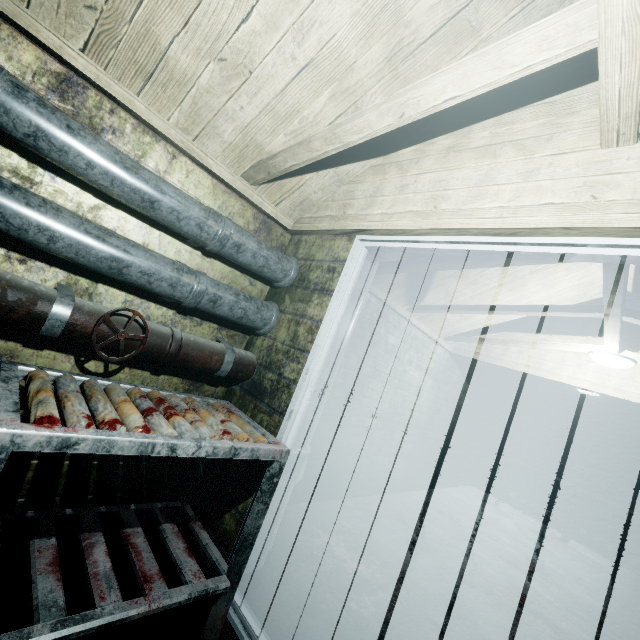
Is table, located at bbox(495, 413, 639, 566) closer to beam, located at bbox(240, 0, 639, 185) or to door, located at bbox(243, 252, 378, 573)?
door, located at bbox(243, 252, 378, 573)

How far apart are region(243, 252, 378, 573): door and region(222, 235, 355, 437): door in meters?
0.1

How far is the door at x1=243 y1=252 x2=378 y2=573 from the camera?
1.8m

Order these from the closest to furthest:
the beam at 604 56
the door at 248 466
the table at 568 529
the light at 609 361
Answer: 1. the beam at 604 56
2. the door at 248 466
3. the light at 609 361
4. the table at 568 529

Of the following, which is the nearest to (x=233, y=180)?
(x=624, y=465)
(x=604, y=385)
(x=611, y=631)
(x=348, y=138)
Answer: (x=348, y=138)

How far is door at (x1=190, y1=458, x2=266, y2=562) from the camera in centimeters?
168cm

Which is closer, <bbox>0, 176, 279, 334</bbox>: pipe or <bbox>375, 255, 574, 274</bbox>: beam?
<bbox>0, 176, 279, 334</bbox>: pipe

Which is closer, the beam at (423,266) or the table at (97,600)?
the table at (97,600)
